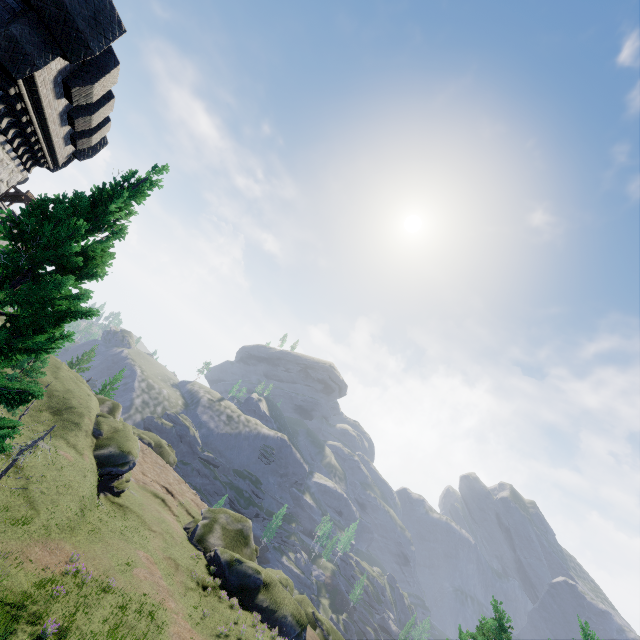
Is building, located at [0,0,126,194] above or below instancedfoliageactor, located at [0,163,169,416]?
above

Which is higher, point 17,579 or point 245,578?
point 17,579

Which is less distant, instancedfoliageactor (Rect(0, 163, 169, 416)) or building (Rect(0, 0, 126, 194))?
instancedfoliageactor (Rect(0, 163, 169, 416))

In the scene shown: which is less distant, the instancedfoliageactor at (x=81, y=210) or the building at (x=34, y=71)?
the instancedfoliageactor at (x=81, y=210)

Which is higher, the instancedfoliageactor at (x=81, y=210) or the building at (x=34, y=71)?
the building at (x=34, y=71)
